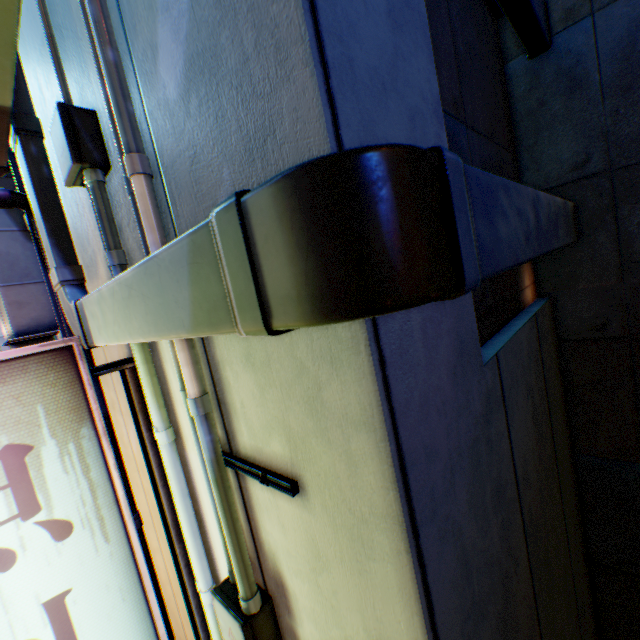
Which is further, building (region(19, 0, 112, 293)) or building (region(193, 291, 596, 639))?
building (region(19, 0, 112, 293))

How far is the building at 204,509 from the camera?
1.78m

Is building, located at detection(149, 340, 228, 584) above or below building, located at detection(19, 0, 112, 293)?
below

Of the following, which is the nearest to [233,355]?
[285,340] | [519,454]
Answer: [285,340]

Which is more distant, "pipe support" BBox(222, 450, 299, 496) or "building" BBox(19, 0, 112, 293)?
"building" BBox(19, 0, 112, 293)

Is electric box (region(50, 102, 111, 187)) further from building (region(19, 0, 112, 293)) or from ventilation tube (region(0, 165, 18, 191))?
ventilation tube (region(0, 165, 18, 191))

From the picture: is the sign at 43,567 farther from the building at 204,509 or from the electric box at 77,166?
the electric box at 77,166

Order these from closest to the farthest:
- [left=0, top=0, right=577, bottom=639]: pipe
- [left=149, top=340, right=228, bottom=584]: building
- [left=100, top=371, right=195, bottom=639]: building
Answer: [left=0, top=0, right=577, bottom=639]: pipe
[left=149, top=340, right=228, bottom=584]: building
[left=100, top=371, right=195, bottom=639]: building
